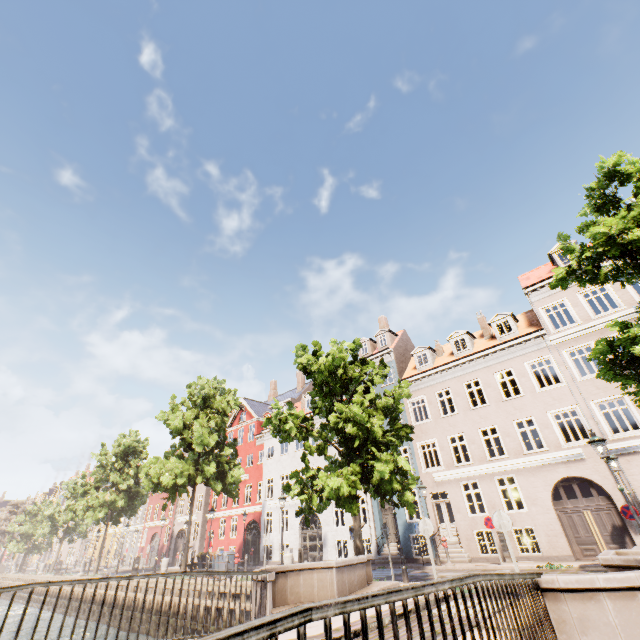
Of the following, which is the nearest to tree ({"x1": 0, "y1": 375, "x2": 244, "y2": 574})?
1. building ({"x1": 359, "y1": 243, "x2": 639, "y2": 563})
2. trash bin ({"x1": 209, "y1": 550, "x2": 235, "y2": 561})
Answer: trash bin ({"x1": 209, "y1": 550, "x2": 235, "y2": 561})

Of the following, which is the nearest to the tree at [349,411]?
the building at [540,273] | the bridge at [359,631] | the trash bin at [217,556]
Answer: the bridge at [359,631]

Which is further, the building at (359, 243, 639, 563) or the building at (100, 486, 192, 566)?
the building at (100, 486, 192, 566)

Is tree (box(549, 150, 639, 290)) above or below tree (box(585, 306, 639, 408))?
above

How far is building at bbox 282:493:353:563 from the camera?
22.83m

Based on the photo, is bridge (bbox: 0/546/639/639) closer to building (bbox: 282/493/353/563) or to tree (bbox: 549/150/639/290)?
tree (bbox: 549/150/639/290)

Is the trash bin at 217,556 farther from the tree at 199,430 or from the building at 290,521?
the building at 290,521

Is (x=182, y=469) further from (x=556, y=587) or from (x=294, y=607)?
(x=294, y=607)
